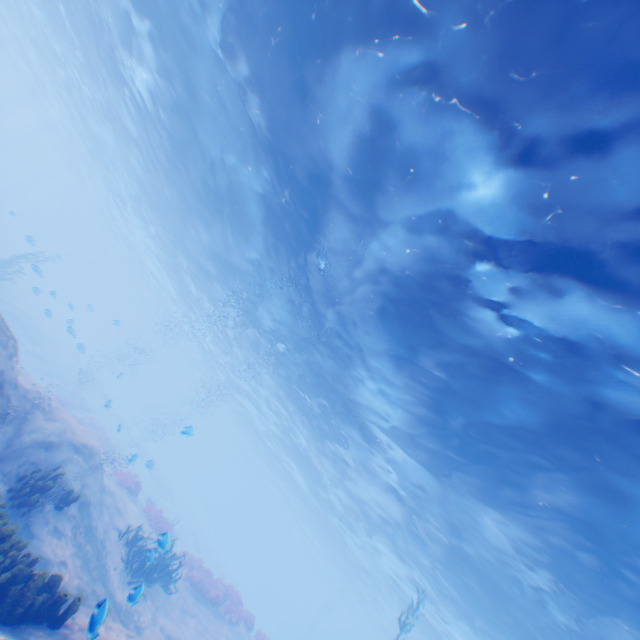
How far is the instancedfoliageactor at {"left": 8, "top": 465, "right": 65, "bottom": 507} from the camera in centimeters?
722cm

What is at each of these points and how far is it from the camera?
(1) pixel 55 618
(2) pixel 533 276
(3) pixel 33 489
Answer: (1) instancedfoliageactor, 5.5m
(2) light, 7.6m
(3) instancedfoliageactor, 7.6m

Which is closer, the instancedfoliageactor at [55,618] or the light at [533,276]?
the instancedfoliageactor at [55,618]

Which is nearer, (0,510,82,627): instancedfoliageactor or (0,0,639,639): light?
(0,510,82,627): instancedfoliageactor

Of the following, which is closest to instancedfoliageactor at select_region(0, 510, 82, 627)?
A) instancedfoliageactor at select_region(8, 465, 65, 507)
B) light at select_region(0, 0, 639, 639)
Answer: instancedfoliageactor at select_region(8, 465, 65, 507)

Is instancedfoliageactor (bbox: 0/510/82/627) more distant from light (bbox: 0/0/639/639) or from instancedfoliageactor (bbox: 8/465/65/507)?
light (bbox: 0/0/639/639)

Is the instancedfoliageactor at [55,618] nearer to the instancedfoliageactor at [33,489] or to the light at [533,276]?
the instancedfoliageactor at [33,489]

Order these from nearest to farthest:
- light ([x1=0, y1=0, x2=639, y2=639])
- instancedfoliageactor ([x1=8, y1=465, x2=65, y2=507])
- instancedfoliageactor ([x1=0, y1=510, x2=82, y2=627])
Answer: instancedfoliageactor ([x1=0, y1=510, x2=82, y2=627]) < light ([x1=0, y1=0, x2=639, y2=639]) < instancedfoliageactor ([x1=8, y1=465, x2=65, y2=507])
